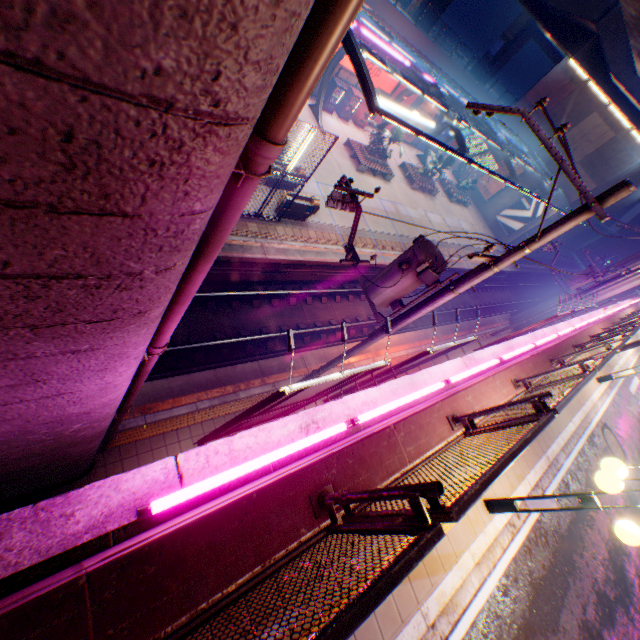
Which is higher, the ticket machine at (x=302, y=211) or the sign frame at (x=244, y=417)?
the sign frame at (x=244, y=417)

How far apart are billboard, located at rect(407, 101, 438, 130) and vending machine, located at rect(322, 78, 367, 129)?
6.64m

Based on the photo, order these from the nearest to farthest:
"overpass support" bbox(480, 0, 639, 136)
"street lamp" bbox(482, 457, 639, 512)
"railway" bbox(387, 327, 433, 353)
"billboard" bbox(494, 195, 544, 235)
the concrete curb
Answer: the concrete curb → "street lamp" bbox(482, 457, 639, 512) → "railway" bbox(387, 327, 433, 353) → "overpass support" bbox(480, 0, 639, 136) → "billboard" bbox(494, 195, 544, 235)

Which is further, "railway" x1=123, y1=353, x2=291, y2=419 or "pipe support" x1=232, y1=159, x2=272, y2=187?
"railway" x1=123, y1=353, x2=291, y2=419

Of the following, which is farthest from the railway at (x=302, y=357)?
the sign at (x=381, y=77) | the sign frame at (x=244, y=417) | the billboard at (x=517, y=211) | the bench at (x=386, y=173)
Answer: the sign at (x=381, y=77)

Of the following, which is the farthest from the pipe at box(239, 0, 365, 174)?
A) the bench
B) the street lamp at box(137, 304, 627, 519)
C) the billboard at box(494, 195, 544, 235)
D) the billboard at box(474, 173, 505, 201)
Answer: the billboard at box(474, 173, 505, 201)

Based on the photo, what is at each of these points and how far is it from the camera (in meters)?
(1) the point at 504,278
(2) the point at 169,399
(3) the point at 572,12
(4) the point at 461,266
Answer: (1) railway, 34.72
(2) railway, 9.19
(3) overpass support, 21.78
(4) railway, 26.42

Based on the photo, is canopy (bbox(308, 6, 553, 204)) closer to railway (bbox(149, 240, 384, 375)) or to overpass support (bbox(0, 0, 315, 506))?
overpass support (bbox(0, 0, 315, 506))
